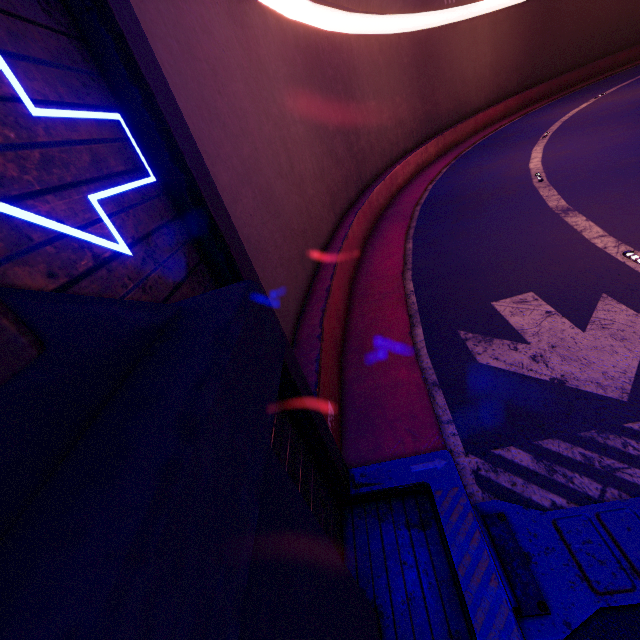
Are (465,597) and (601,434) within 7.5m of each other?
yes

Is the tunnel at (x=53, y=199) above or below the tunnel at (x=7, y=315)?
above

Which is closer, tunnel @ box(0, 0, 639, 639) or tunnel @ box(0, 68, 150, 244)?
tunnel @ box(0, 68, 150, 244)

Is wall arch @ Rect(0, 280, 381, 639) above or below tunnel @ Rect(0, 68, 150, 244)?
below

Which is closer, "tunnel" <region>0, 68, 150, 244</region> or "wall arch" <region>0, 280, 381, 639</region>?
"wall arch" <region>0, 280, 381, 639</region>

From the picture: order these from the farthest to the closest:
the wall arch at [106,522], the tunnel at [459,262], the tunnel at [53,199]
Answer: the tunnel at [459,262] < the tunnel at [53,199] < the wall arch at [106,522]
